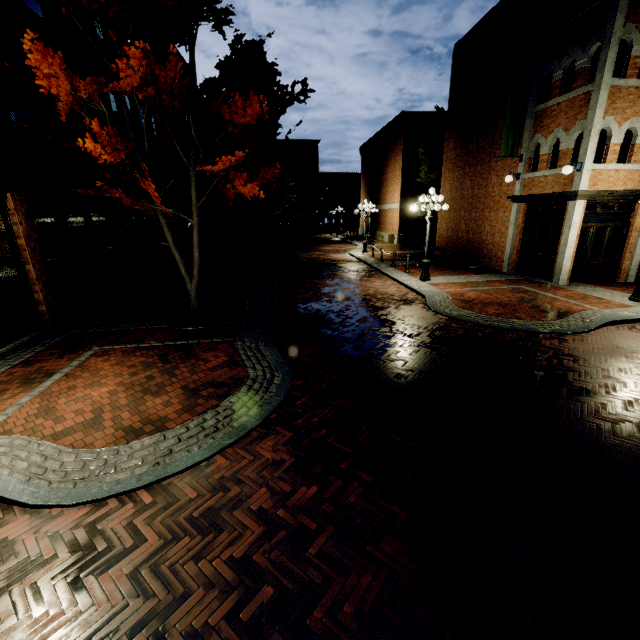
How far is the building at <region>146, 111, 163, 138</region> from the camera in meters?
18.0

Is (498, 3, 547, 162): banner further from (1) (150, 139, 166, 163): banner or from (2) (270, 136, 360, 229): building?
(1) (150, 139, 166, 163): banner

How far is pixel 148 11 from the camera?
6.70m

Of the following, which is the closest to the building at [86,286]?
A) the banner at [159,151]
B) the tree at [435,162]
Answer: the banner at [159,151]

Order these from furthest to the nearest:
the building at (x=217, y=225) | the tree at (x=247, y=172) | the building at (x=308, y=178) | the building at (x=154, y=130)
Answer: the building at (x=308, y=178) → the building at (x=217, y=225) → the building at (x=154, y=130) → the tree at (x=247, y=172)

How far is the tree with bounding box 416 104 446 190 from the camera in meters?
23.1 m
